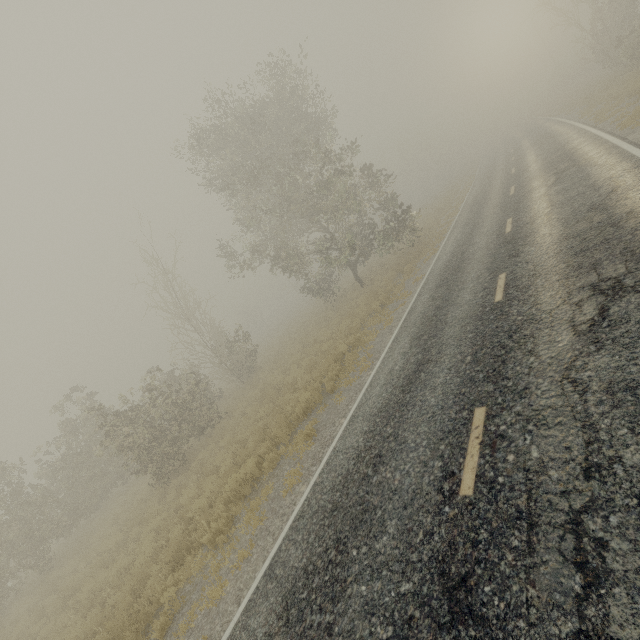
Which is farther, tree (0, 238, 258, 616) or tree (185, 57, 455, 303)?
tree (185, 57, 455, 303)

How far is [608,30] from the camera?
23.8 meters

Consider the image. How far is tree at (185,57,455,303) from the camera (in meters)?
16.44

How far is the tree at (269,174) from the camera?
16.44m

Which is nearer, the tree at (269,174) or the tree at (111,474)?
the tree at (111,474)
